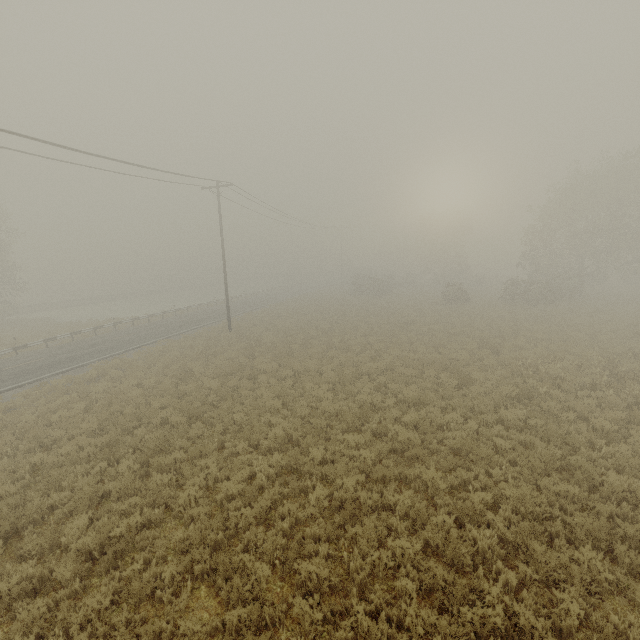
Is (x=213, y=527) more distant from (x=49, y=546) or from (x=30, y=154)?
(x=30, y=154)
